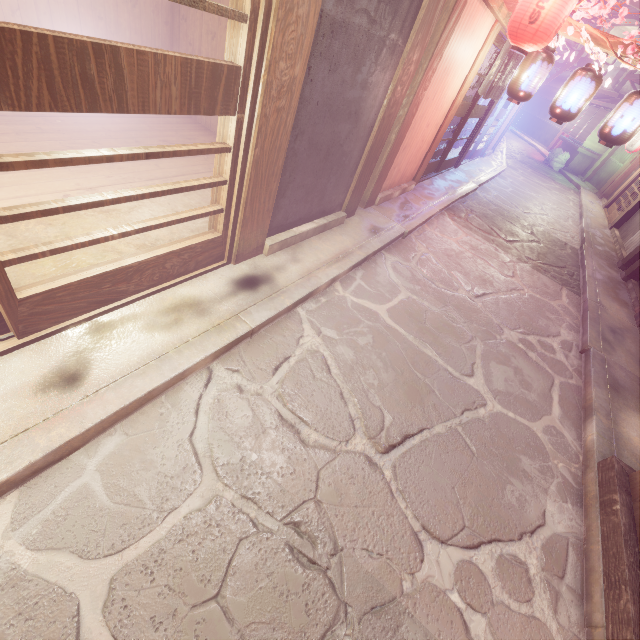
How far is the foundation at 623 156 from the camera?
28.5m

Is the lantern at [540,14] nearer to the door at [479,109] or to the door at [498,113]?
the door at [479,109]

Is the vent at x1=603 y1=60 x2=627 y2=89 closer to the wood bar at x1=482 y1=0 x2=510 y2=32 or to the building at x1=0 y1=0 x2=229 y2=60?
the wood bar at x1=482 y1=0 x2=510 y2=32

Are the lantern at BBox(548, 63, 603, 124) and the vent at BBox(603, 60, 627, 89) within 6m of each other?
no

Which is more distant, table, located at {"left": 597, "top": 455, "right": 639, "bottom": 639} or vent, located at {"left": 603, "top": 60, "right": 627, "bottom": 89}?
vent, located at {"left": 603, "top": 60, "right": 627, "bottom": 89}

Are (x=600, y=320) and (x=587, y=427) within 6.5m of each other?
yes

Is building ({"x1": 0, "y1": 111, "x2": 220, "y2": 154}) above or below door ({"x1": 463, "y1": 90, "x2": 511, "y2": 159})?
below

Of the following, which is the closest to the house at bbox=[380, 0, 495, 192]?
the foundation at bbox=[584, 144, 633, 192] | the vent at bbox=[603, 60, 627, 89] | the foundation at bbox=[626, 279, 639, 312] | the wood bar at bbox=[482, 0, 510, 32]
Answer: the wood bar at bbox=[482, 0, 510, 32]
